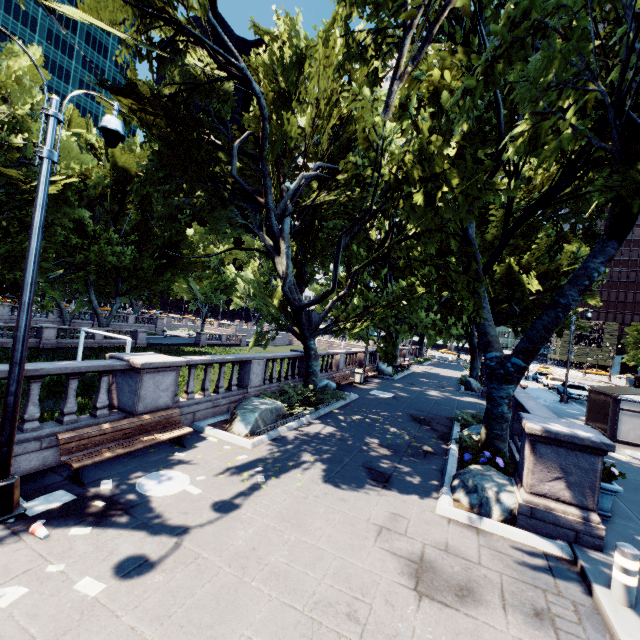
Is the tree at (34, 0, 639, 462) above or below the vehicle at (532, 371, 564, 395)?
above

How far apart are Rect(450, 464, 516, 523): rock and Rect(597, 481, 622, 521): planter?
1.23m

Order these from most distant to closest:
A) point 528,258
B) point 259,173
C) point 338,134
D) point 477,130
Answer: point 528,258
point 259,173
point 338,134
point 477,130

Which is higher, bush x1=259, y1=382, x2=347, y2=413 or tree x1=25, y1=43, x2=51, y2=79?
tree x1=25, y1=43, x2=51, y2=79

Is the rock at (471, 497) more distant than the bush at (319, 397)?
No

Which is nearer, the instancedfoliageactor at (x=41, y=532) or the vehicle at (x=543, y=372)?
the instancedfoliageactor at (x=41, y=532)

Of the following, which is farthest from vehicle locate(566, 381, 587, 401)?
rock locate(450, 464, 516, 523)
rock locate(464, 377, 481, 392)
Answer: rock locate(450, 464, 516, 523)

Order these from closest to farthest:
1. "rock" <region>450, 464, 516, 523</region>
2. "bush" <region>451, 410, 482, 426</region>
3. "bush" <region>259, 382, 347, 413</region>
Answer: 1. "rock" <region>450, 464, 516, 523</region>
2. "bush" <region>259, 382, 347, 413</region>
3. "bush" <region>451, 410, 482, 426</region>
